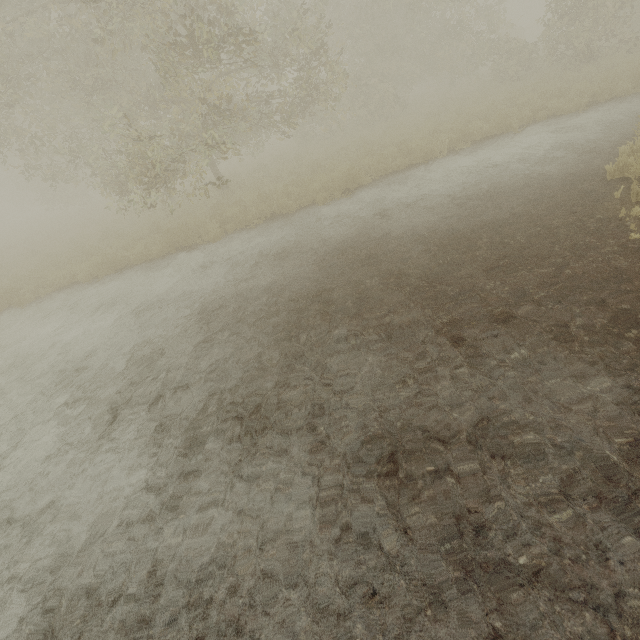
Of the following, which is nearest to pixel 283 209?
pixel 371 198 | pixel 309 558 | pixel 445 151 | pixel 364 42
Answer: pixel 371 198
